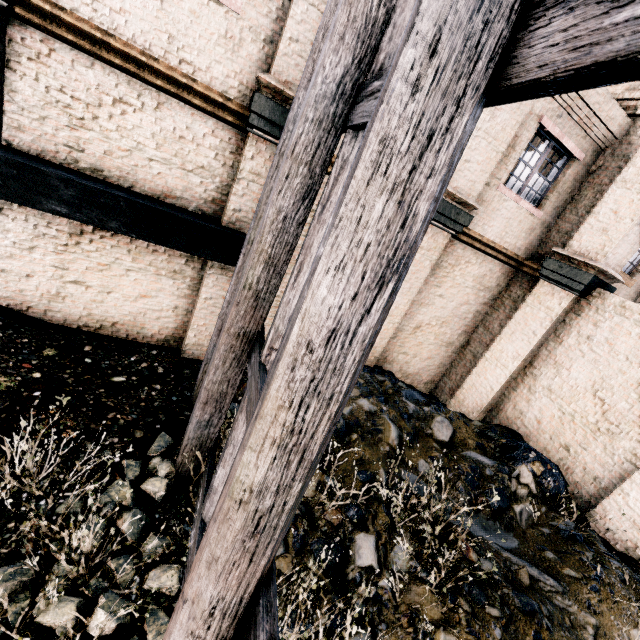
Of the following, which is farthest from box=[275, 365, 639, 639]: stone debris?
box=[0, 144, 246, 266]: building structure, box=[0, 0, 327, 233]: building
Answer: box=[0, 144, 246, 266]: building structure

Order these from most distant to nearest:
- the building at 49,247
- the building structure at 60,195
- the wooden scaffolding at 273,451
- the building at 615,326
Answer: the building at 615,326
the building at 49,247
the building structure at 60,195
the wooden scaffolding at 273,451

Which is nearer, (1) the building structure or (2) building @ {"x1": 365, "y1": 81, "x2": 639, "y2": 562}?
(1) the building structure

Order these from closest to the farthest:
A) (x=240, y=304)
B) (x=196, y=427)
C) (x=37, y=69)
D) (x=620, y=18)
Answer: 1. (x=620, y=18)
2. (x=240, y=304)
3. (x=196, y=427)
4. (x=37, y=69)

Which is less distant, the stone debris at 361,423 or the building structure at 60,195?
the stone debris at 361,423

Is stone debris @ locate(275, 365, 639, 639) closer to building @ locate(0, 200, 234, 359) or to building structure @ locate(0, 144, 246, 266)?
building @ locate(0, 200, 234, 359)
